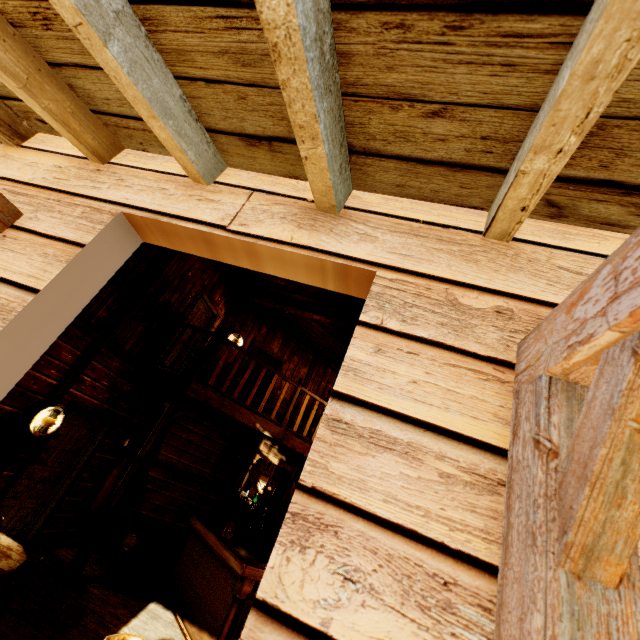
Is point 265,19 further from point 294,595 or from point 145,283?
point 145,283

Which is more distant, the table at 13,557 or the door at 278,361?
the door at 278,361

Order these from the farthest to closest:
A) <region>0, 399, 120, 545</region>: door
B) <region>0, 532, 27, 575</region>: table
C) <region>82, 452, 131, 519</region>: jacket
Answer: <region>82, 452, 131, 519</region>: jacket → <region>0, 399, 120, 545</region>: door → <region>0, 532, 27, 575</region>: table

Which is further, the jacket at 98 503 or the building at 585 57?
the jacket at 98 503

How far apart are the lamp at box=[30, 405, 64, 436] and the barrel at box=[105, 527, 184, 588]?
2.31m

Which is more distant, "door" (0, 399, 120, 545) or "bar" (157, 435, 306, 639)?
"door" (0, 399, 120, 545)

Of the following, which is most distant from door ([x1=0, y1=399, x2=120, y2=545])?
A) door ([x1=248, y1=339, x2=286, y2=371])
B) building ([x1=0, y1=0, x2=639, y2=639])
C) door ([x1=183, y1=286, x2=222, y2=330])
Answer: door ([x1=248, y1=339, x2=286, y2=371])

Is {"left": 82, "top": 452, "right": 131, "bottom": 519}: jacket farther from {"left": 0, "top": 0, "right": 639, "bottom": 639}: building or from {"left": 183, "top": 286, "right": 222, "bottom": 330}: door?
{"left": 183, "top": 286, "right": 222, "bottom": 330}: door
